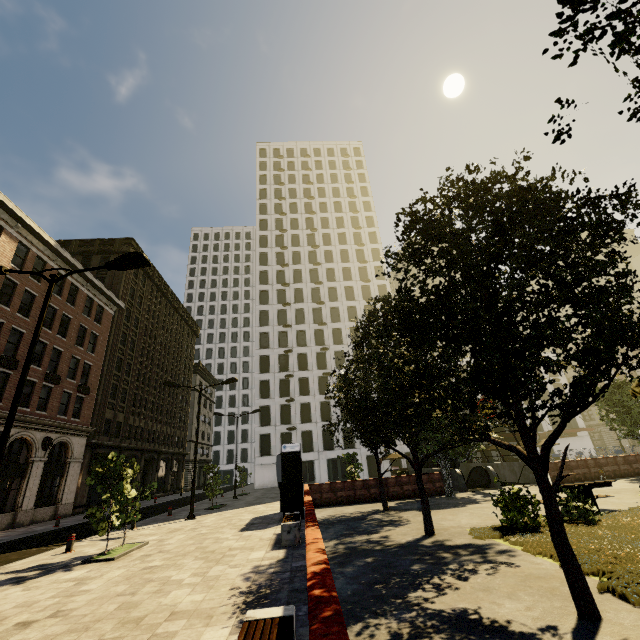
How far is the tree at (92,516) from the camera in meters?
10.5 m

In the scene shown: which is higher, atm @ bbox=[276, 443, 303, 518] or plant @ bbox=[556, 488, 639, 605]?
atm @ bbox=[276, 443, 303, 518]

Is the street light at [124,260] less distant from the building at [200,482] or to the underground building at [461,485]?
the building at [200,482]

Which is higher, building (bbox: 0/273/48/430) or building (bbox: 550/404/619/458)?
building (bbox: 0/273/48/430)

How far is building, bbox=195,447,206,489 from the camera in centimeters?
5768cm

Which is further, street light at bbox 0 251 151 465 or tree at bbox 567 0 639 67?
street light at bbox 0 251 151 465

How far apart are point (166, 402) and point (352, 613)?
48.4 meters

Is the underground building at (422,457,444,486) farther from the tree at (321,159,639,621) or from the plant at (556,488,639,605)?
the plant at (556,488,639,605)
